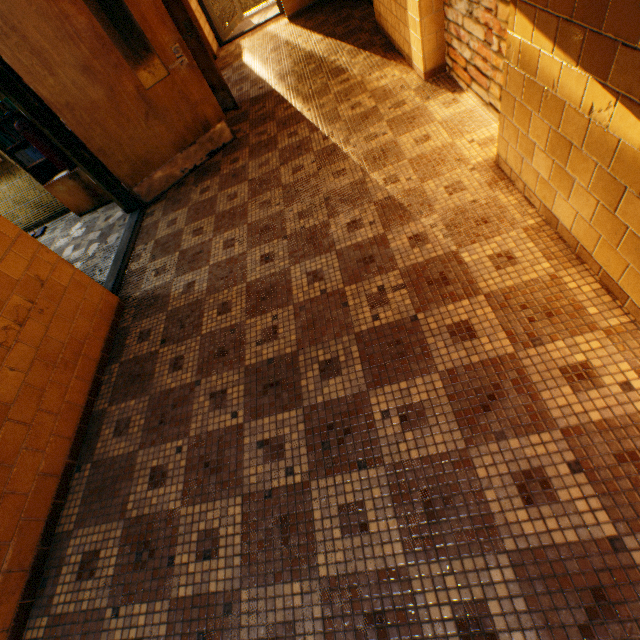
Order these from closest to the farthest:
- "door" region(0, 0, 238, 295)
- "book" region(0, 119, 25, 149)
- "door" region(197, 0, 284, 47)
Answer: "door" region(0, 0, 238, 295)
"book" region(0, 119, 25, 149)
"door" region(197, 0, 284, 47)

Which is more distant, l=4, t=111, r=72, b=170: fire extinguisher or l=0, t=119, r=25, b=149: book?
l=0, t=119, r=25, b=149: book

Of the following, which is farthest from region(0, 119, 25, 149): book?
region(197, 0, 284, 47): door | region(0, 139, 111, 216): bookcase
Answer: region(197, 0, 284, 47): door

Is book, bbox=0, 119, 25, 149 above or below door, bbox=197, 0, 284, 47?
above

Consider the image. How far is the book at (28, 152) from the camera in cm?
408

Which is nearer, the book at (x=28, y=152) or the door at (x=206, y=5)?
the book at (x=28, y=152)

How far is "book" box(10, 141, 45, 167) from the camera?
4.1 meters

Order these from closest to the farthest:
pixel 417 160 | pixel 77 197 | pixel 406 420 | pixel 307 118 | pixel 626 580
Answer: pixel 626 580, pixel 406 420, pixel 417 160, pixel 307 118, pixel 77 197
